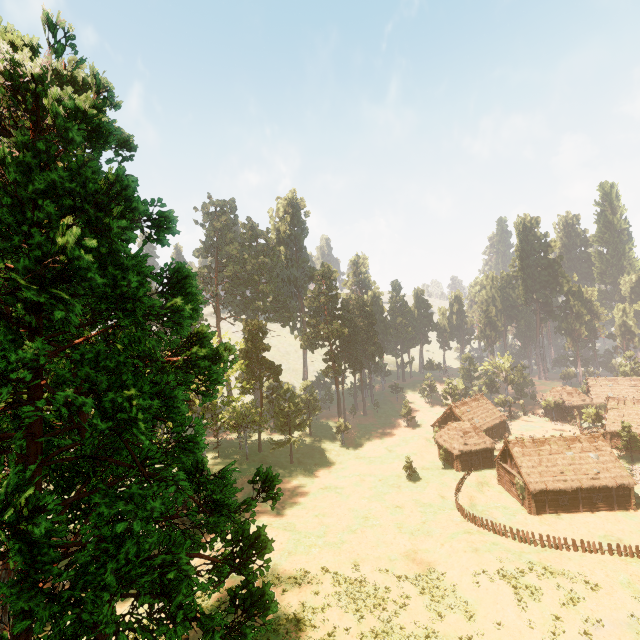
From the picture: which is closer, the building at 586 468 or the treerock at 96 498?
the treerock at 96 498

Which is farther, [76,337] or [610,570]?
[610,570]

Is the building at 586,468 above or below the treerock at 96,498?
below

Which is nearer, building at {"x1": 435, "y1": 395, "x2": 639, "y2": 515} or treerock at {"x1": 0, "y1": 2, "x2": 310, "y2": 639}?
treerock at {"x1": 0, "y1": 2, "x2": 310, "y2": 639}

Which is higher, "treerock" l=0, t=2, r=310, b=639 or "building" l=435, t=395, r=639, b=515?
"treerock" l=0, t=2, r=310, b=639
